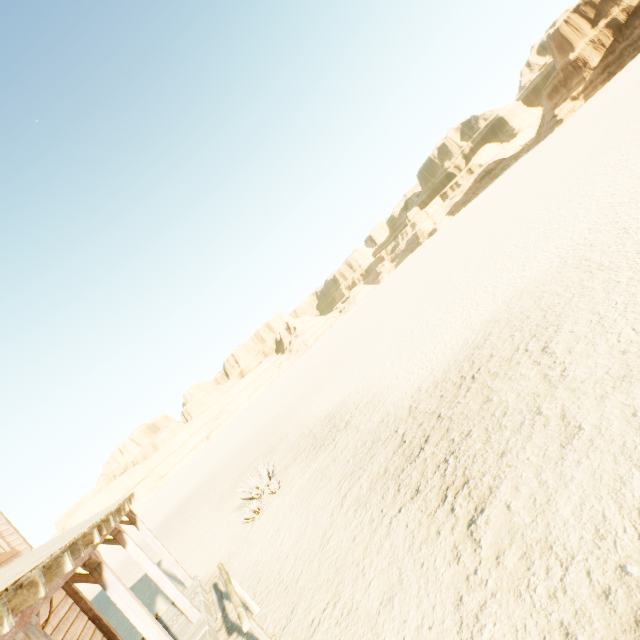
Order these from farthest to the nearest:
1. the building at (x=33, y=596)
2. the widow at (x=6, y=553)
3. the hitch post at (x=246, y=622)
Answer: the widow at (x=6, y=553) → the hitch post at (x=246, y=622) → the building at (x=33, y=596)

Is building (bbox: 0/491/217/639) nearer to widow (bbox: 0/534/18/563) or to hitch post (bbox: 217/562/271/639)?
widow (bbox: 0/534/18/563)

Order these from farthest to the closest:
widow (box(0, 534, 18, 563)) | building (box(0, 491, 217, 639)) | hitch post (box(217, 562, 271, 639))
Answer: widow (box(0, 534, 18, 563))
hitch post (box(217, 562, 271, 639))
building (box(0, 491, 217, 639))

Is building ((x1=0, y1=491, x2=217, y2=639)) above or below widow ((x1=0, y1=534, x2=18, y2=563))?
below

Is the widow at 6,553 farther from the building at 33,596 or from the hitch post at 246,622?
the hitch post at 246,622

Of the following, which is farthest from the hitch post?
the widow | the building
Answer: the widow

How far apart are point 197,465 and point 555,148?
68.27m
